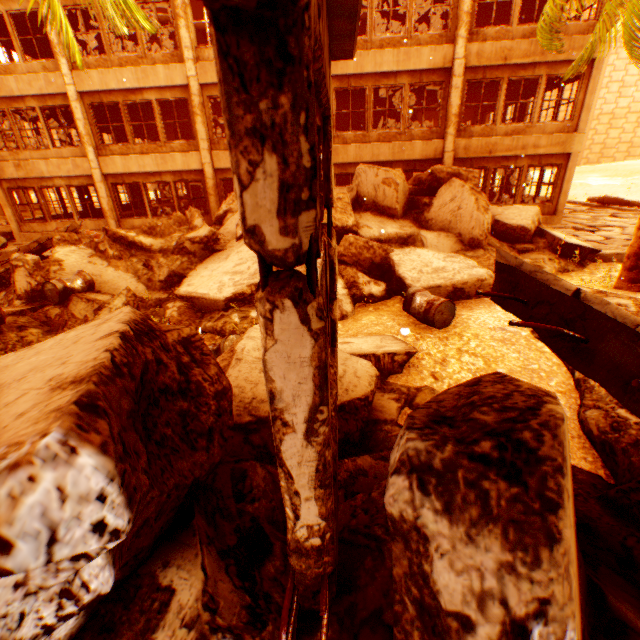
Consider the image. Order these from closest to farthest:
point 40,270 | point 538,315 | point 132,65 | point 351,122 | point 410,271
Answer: point 538,315 < point 410,271 < point 40,270 < point 132,65 < point 351,122

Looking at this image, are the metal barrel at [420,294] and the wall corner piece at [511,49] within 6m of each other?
no

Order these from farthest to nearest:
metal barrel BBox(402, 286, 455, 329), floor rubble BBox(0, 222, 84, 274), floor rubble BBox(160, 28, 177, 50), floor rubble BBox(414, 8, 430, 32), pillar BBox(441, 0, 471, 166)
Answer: floor rubble BBox(160, 28, 177, 50) → floor rubble BBox(414, 8, 430, 32) → pillar BBox(441, 0, 471, 166) → floor rubble BBox(0, 222, 84, 274) → metal barrel BBox(402, 286, 455, 329)

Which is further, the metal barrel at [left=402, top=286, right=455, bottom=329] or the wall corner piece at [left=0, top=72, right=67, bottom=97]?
the wall corner piece at [left=0, top=72, right=67, bottom=97]

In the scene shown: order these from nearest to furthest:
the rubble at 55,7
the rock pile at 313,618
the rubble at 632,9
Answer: the rock pile at 313,618 < the rubble at 55,7 < the rubble at 632,9

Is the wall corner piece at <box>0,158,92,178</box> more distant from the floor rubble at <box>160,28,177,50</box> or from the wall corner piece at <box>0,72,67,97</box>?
the floor rubble at <box>160,28,177,50</box>

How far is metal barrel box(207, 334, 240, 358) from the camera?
5.4m

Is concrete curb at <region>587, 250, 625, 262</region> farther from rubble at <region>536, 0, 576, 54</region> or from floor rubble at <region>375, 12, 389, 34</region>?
floor rubble at <region>375, 12, 389, 34</region>
